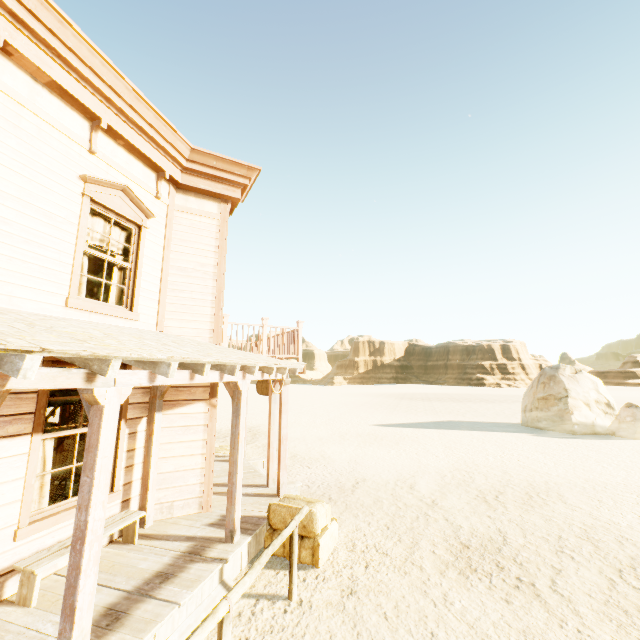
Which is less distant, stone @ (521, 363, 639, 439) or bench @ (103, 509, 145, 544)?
bench @ (103, 509, 145, 544)

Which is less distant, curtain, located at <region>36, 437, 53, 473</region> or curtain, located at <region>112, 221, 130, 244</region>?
curtain, located at <region>36, 437, 53, 473</region>

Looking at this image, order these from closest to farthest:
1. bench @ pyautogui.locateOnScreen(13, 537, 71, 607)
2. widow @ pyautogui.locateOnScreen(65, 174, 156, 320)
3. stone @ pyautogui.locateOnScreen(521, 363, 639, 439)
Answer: bench @ pyautogui.locateOnScreen(13, 537, 71, 607), widow @ pyautogui.locateOnScreen(65, 174, 156, 320), stone @ pyautogui.locateOnScreen(521, 363, 639, 439)

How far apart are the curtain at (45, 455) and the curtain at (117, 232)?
1.88m

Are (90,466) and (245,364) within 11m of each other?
yes

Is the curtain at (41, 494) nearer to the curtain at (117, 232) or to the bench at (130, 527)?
the bench at (130, 527)

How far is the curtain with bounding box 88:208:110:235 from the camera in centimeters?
541cm

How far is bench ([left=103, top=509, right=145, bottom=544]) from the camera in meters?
4.8 m
